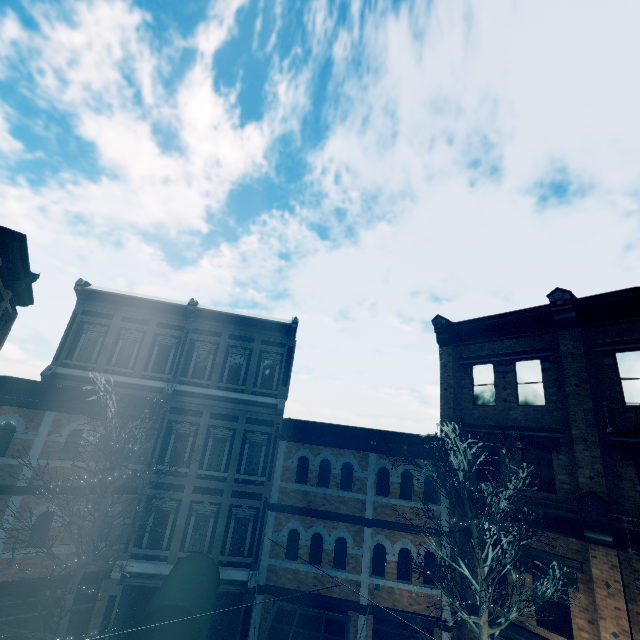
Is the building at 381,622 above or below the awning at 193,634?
below

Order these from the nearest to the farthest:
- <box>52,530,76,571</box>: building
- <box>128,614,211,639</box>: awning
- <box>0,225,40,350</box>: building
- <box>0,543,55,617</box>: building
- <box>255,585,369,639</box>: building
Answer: <box>128,614,211,639</box>: awning < <box>0,543,55,617</box>: building < <box>52,530,76,571</box>: building < <box>255,585,369,639</box>: building < <box>0,225,40,350</box>: building

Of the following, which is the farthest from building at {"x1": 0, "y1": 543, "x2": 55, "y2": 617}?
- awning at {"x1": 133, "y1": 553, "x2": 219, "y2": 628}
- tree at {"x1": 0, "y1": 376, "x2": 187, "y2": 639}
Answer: tree at {"x1": 0, "y1": 376, "x2": 187, "y2": 639}

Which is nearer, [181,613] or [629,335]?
[181,613]

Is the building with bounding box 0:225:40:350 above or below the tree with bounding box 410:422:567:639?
above

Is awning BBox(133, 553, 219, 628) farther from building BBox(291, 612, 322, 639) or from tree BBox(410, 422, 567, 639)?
tree BBox(410, 422, 567, 639)
